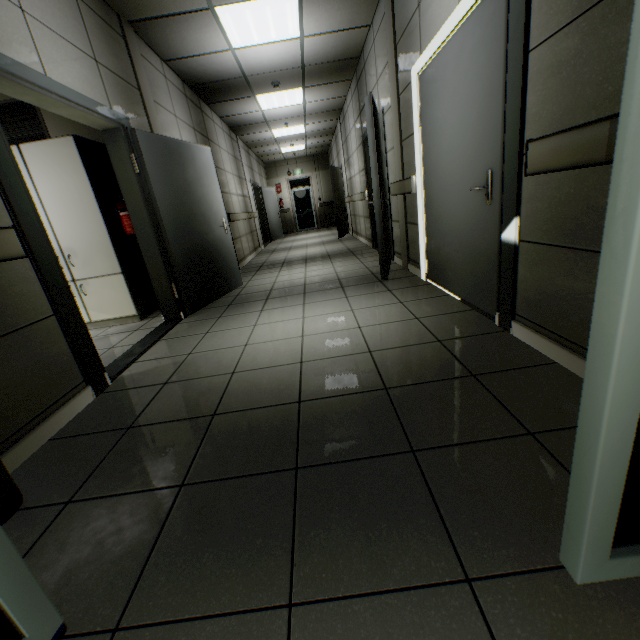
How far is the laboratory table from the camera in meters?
3.9

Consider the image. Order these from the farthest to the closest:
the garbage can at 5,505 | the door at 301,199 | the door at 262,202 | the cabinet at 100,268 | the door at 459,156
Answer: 1. the door at 301,199
2. the door at 262,202
3. the cabinet at 100,268
4. the door at 459,156
5. the garbage can at 5,505

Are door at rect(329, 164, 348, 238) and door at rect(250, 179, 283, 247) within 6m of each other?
yes

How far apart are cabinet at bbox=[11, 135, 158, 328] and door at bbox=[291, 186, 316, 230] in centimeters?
1242cm

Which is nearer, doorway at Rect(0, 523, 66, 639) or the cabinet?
doorway at Rect(0, 523, 66, 639)

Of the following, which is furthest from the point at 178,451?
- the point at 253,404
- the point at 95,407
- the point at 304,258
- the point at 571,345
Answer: the point at 304,258

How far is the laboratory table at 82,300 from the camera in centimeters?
388cm

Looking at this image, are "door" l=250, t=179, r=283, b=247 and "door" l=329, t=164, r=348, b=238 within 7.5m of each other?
yes
